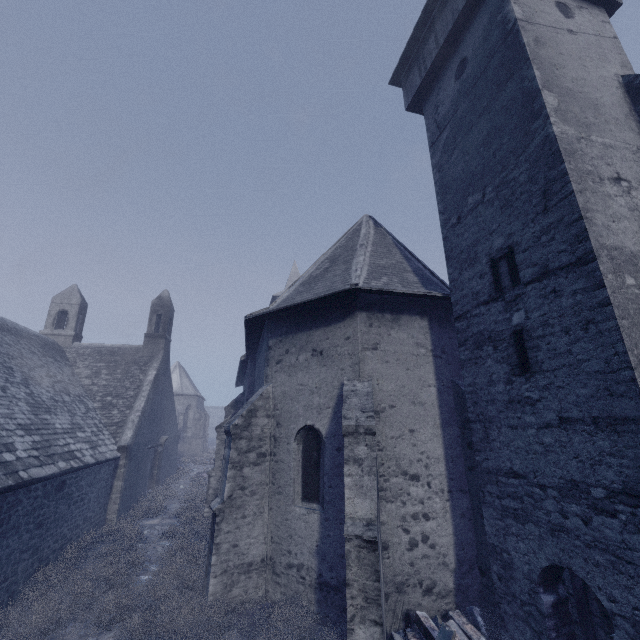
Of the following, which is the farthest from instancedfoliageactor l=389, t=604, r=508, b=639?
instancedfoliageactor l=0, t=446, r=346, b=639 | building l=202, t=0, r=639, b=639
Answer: instancedfoliageactor l=0, t=446, r=346, b=639

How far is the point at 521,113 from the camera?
6.3 meters

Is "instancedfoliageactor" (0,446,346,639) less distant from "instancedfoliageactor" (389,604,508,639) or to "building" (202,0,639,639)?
"building" (202,0,639,639)

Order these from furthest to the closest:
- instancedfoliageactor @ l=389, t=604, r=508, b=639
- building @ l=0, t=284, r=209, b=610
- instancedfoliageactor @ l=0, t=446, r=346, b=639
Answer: building @ l=0, t=284, r=209, b=610
instancedfoliageactor @ l=0, t=446, r=346, b=639
instancedfoliageactor @ l=389, t=604, r=508, b=639

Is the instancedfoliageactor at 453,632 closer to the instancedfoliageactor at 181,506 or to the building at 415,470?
the building at 415,470

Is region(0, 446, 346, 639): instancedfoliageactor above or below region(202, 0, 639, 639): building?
below

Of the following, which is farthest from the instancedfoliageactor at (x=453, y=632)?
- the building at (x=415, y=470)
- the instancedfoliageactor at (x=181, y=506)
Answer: the instancedfoliageactor at (x=181, y=506)
